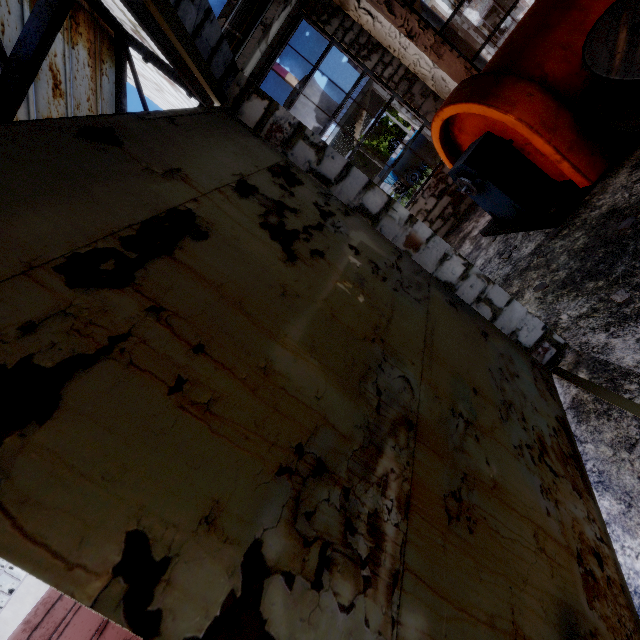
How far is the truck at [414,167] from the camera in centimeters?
2761cm

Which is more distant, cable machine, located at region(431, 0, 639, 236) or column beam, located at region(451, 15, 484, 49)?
column beam, located at region(451, 15, 484, 49)

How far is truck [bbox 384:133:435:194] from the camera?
27.6 meters

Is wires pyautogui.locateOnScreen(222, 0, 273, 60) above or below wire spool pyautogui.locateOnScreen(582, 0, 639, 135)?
above

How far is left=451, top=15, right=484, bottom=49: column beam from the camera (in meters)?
23.52

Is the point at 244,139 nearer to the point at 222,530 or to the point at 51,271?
the point at 51,271

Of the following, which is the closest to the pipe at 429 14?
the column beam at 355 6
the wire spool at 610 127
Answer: the column beam at 355 6

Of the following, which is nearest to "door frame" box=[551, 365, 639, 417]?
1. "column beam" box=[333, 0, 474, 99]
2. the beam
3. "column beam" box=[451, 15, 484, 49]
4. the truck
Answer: the beam
